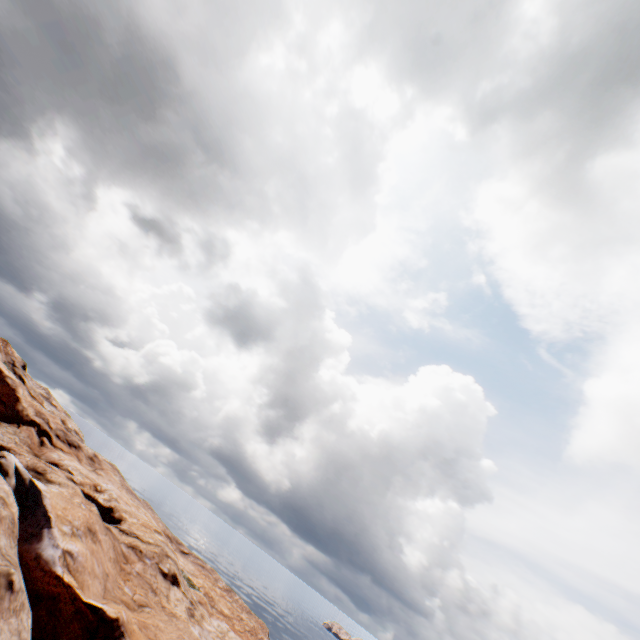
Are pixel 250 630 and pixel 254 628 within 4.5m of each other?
yes
